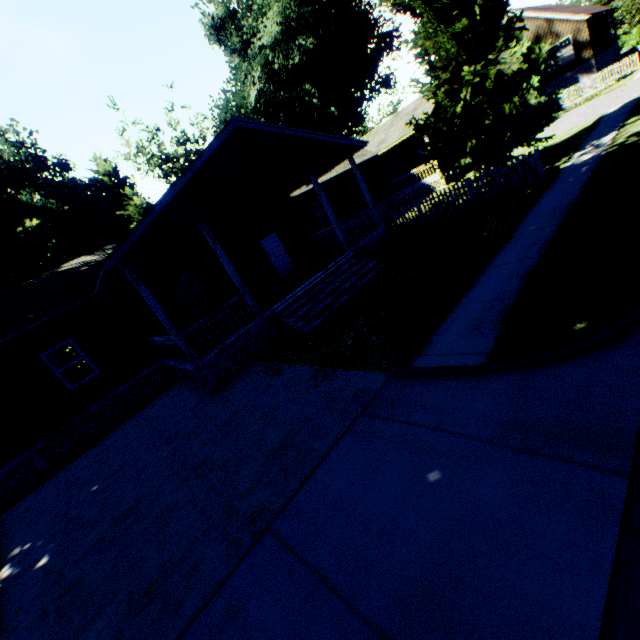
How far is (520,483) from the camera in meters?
3.1

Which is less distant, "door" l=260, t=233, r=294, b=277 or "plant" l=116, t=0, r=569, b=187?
"plant" l=116, t=0, r=569, b=187

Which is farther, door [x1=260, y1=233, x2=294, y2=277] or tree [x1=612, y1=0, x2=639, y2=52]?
tree [x1=612, y1=0, x2=639, y2=52]

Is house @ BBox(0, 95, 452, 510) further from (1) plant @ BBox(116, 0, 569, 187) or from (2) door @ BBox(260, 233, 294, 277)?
(1) plant @ BBox(116, 0, 569, 187)

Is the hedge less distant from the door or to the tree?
the tree

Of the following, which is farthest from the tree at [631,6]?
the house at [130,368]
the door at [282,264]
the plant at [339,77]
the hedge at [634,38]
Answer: the door at [282,264]

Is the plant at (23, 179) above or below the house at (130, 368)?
above

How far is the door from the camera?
16.7m
